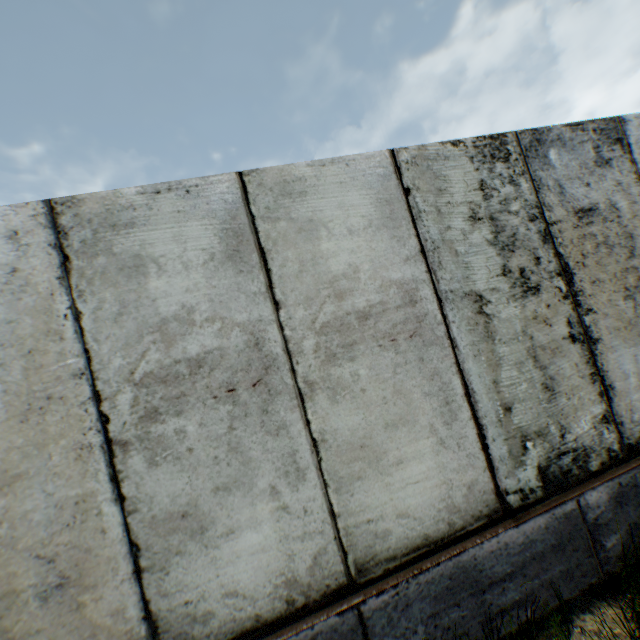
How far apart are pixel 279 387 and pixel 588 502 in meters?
2.6
